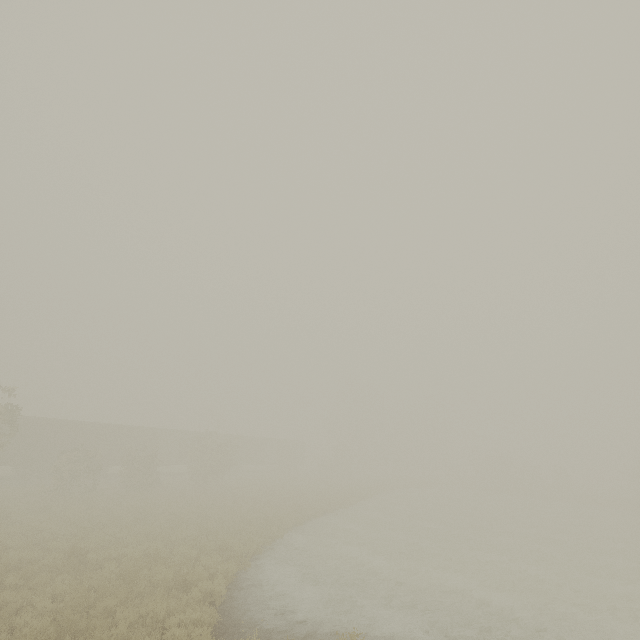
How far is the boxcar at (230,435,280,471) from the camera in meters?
45.0

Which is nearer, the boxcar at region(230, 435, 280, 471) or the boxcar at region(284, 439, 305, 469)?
the boxcar at region(230, 435, 280, 471)

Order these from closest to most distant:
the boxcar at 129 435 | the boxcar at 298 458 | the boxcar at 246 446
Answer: the boxcar at 129 435 → the boxcar at 246 446 → the boxcar at 298 458

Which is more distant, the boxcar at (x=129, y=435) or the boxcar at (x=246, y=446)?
the boxcar at (x=246, y=446)

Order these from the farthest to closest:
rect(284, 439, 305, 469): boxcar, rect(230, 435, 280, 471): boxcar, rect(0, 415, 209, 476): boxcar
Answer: rect(284, 439, 305, 469): boxcar → rect(230, 435, 280, 471): boxcar → rect(0, 415, 209, 476): boxcar

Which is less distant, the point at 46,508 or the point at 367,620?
the point at 367,620
